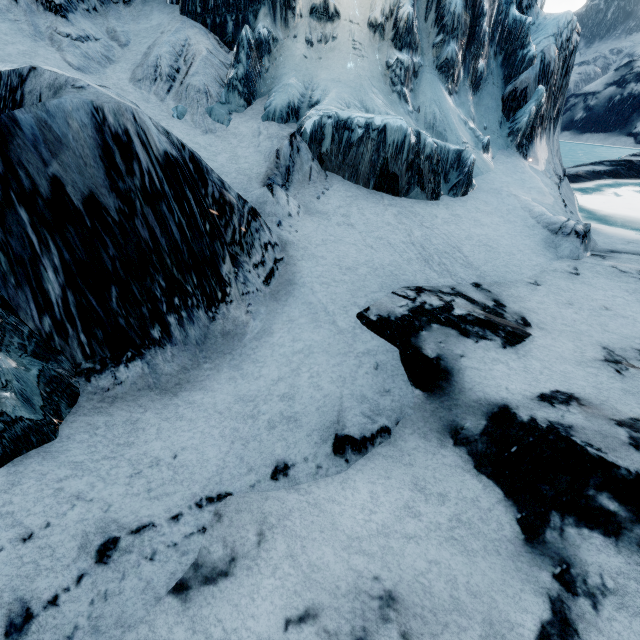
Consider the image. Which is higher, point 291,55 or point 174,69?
point 291,55
